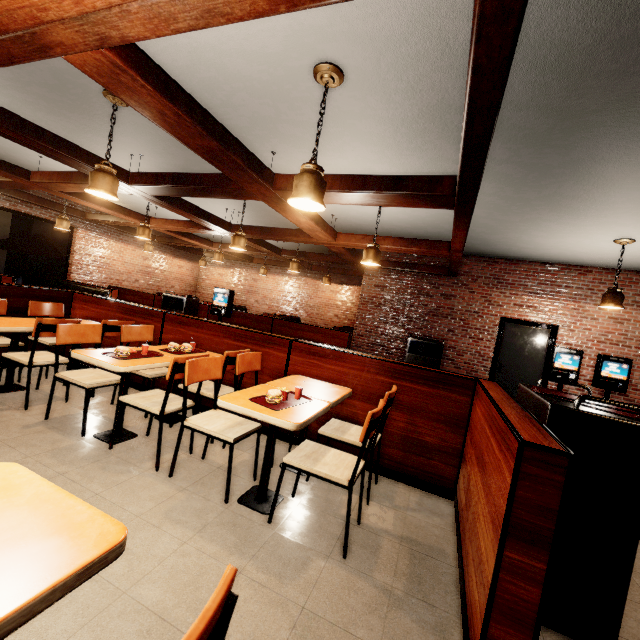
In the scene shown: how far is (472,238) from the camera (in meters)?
6.34

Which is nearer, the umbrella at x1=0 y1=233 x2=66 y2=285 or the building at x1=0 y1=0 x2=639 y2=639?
the building at x1=0 y1=0 x2=639 y2=639

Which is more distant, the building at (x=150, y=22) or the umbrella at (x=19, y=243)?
the umbrella at (x=19, y=243)
